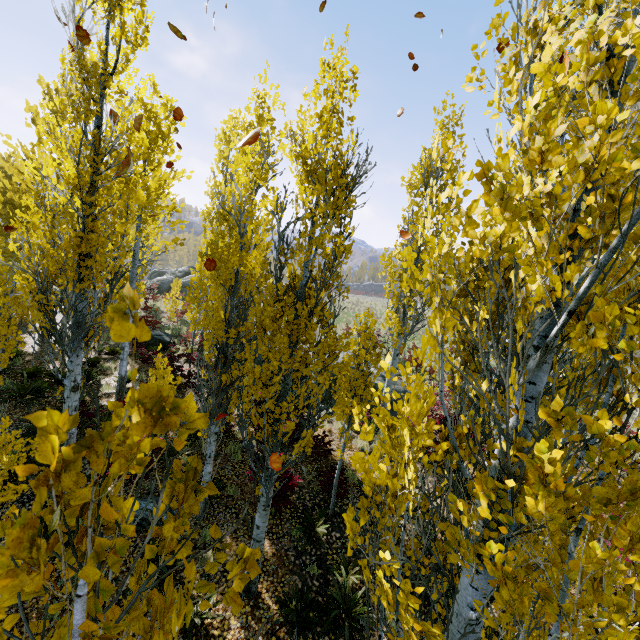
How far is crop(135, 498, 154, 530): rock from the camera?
6.7m

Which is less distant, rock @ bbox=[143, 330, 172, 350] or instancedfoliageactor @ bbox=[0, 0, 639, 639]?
instancedfoliageactor @ bbox=[0, 0, 639, 639]

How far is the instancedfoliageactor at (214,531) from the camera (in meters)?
1.14

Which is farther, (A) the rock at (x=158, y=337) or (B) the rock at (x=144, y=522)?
(A) the rock at (x=158, y=337)

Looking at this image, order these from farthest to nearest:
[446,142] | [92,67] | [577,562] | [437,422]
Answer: [446,142] < [437,422] < [92,67] < [577,562]

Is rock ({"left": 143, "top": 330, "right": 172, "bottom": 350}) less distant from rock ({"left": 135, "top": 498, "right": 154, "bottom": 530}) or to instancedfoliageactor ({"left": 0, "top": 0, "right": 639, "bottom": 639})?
instancedfoliageactor ({"left": 0, "top": 0, "right": 639, "bottom": 639})

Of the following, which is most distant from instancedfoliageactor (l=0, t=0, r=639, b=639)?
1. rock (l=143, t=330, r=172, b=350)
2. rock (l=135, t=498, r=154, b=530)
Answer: rock (l=143, t=330, r=172, b=350)
